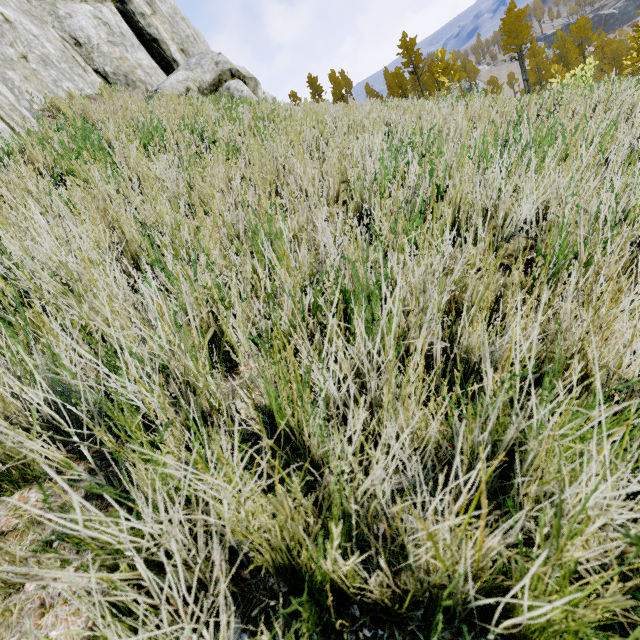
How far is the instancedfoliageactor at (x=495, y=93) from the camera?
4.6m

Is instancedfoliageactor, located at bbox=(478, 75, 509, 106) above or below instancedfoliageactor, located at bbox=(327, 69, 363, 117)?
below

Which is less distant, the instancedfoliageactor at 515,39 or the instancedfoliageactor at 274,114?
the instancedfoliageactor at 274,114

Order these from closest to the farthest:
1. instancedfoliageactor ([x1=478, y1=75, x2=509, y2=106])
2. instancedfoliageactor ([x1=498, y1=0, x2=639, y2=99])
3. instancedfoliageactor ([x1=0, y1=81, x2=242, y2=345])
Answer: instancedfoliageactor ([x1=0, y1=81, x2=242, y2=345]) < instancedfoliageactor ([x1=478, y1=75, x2=509, y2=106]) < instancedfoliageactor ([x1=498, y1=0, x2=639, y2=99])

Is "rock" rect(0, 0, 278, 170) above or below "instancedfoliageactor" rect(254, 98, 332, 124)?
above

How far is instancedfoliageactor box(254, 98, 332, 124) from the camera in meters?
4.8

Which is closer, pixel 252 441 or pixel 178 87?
pixel 252 441
